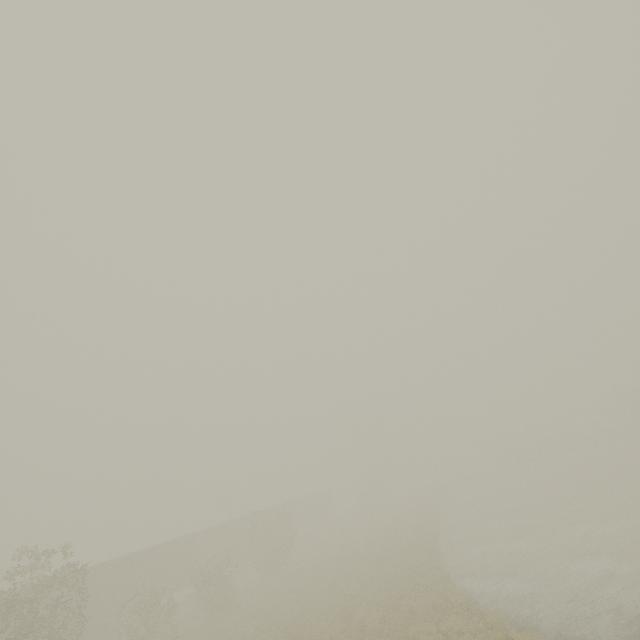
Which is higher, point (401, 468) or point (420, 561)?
point (401, 468)
